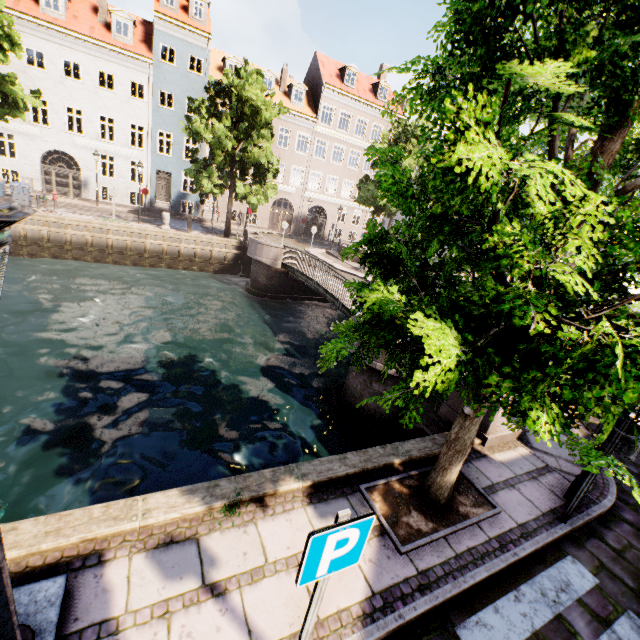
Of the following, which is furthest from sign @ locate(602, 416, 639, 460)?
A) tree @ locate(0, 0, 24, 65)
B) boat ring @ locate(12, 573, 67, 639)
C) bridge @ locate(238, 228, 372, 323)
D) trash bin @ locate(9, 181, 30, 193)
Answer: trash bin @ locate(9, 181, 30, 193)

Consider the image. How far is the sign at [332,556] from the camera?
2.0 meters

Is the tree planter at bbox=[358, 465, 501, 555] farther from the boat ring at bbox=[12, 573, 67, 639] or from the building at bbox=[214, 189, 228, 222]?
the building at bbox=[214, 189, 228, 222]

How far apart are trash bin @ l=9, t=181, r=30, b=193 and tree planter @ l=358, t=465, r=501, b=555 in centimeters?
2453cm

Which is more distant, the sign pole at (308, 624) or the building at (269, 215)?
the building at (269, 215)

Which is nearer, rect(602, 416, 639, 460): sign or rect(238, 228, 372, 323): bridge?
rect(602, 416, 639, 460): sign

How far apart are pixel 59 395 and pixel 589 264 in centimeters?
1111cm

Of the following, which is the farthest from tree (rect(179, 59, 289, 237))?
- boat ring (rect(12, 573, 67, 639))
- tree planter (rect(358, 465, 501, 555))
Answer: boat ring (rect(12, 573, 67, 639))
